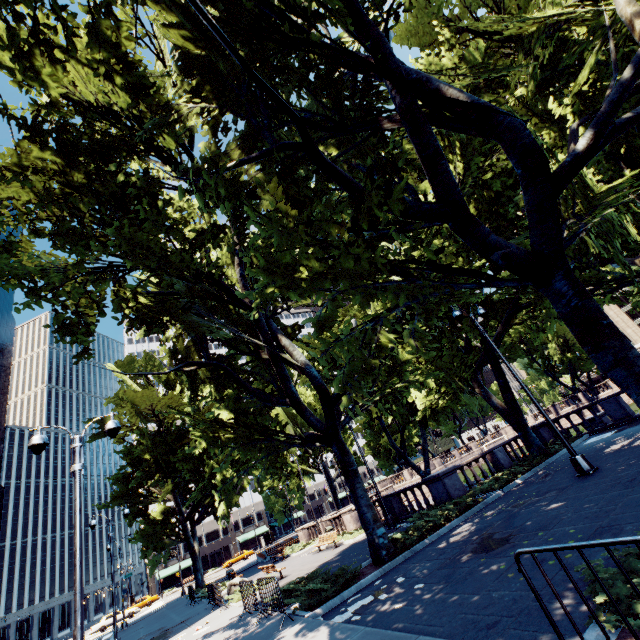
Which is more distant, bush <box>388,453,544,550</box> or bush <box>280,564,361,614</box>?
bush <box>388,453,544,550</box>

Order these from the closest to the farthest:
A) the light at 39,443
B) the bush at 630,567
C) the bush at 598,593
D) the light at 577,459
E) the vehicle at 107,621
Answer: the bush at 598,593 → the bush at 630,567 → the light at 39,443 → the light at 577,459 → the vehicle at 107,621

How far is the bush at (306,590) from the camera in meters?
9.8

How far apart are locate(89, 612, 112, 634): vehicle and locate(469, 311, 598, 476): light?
53.7m

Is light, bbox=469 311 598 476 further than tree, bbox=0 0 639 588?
Yes

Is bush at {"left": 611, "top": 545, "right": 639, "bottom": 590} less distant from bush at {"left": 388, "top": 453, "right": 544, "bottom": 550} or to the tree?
the tree

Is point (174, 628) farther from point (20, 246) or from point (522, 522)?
point (20, 246)

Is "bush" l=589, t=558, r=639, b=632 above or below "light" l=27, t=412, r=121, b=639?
below
